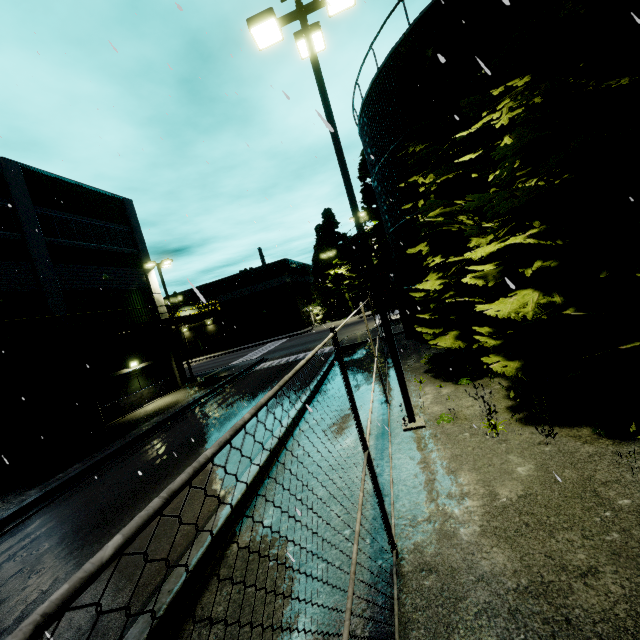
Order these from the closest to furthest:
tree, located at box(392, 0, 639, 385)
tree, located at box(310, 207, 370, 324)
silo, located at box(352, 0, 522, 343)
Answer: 1. tree, located at box(392, 0, 639, 385)
2. silo, located at box(352, 0, 522, 343)
3. tree, located at box(310, 207, 370, 324)

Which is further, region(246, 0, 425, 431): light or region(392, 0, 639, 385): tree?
region(246, 0, 425, 431): light

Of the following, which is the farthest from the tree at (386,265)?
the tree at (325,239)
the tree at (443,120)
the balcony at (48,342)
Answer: the tree at (443,120)

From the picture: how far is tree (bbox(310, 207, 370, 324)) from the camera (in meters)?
48.50

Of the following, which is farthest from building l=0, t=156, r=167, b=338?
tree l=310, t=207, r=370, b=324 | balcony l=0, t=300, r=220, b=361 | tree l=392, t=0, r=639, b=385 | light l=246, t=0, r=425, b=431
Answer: tree l=392, t=0, r=639, b=385

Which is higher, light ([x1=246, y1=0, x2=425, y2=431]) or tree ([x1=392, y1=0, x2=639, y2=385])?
light ([x1=246, y1=0, x2=425, y2=431])

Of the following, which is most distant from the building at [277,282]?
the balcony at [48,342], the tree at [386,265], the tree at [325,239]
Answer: the tree at [325,239]

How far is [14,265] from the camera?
15.9m
